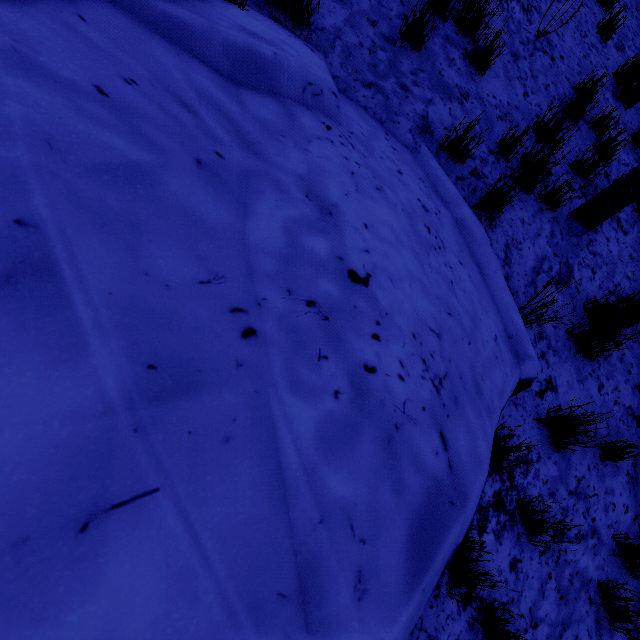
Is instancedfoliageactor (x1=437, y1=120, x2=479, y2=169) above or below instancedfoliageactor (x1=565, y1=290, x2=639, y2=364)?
above

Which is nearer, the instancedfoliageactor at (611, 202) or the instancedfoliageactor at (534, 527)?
the instancedfoliageactor at (534, 527)

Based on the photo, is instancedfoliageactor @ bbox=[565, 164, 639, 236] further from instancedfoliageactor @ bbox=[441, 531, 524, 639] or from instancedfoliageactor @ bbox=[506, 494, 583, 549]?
instancedfoliageactor @ bbox=[441, 531, 524, 639]

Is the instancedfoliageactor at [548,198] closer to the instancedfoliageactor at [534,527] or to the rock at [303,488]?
the rock at [303,488]

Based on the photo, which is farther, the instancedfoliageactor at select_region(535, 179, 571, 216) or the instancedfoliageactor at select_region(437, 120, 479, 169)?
the instancedfoliageactor at select_region(535, 179, 571, 216)

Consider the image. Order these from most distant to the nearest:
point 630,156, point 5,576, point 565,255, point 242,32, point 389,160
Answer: point 630,156, point 565,255, point 389,160, point 242,32, point 5,576

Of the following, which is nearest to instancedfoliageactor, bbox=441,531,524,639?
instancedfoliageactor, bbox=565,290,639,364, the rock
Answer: the rock

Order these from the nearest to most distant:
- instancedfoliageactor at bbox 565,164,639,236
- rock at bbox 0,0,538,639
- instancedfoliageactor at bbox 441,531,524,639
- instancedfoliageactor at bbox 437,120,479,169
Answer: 1. rock at bbox 0,0,538,639
2. instancedfoliageactor at bbox 441,531,524,639
3. instancedfoliageactor at bbox 437,120,479,169
4. instancedfoliageactor at bbox 565,164,639,236
